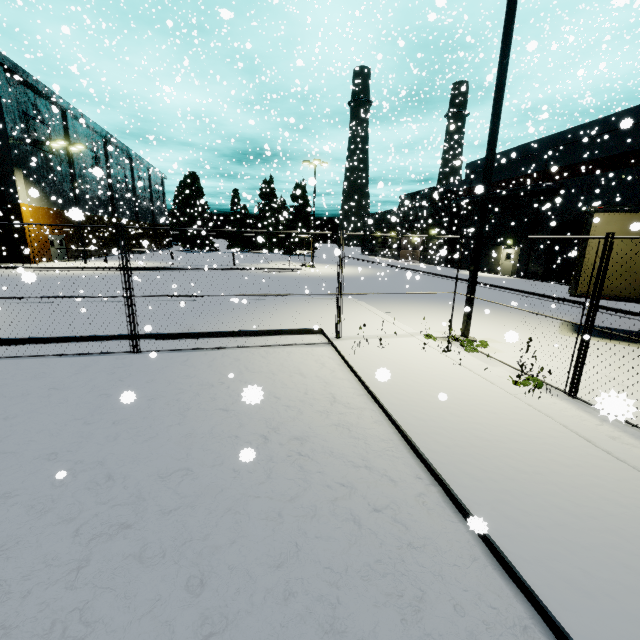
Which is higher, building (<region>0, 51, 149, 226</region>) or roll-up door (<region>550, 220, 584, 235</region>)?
building (<region>0, 51, 149, 226</region>)

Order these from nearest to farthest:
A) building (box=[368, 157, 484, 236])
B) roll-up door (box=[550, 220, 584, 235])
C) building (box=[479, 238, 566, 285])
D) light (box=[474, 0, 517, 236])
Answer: light (box=[474, 0, 517, 236]), roll-up door (box=[550, 220, 584, 235]), building (box=[479, 238, 566, 285]), building (box=[368, 157, 484, 236])

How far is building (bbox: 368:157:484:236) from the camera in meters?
31.7

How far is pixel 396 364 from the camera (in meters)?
7.26

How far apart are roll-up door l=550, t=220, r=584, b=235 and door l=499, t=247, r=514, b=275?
3.15m

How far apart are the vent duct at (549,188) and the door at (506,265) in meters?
4.0 m

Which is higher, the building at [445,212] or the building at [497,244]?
the building at [445,212]

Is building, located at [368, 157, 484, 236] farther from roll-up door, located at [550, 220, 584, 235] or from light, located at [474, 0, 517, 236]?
light, located at [474, 0, 517, 236]
